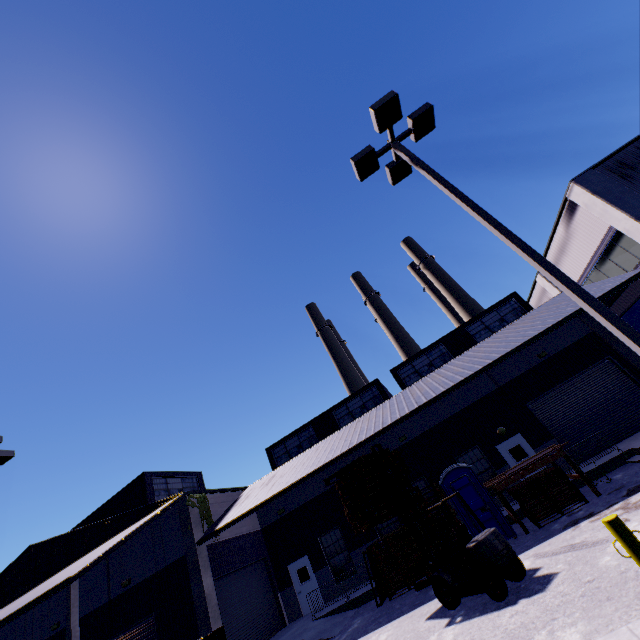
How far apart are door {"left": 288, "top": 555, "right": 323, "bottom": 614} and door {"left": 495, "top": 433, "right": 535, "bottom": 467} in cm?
1264

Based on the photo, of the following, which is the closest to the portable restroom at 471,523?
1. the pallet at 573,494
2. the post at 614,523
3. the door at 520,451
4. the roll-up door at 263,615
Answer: the pallet at 573,494

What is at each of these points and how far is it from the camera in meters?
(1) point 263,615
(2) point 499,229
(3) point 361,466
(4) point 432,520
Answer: (1) roll-up door, 17.3 m
(2) light, 6.4 m
(3) pallet, 10.9 m
(4) pallet, 13.3 m

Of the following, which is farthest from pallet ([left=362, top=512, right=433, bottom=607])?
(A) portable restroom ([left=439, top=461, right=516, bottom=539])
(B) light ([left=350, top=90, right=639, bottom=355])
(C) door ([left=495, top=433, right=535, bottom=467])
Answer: (B) light ([left=350, top=90, right=639, bottom=355])

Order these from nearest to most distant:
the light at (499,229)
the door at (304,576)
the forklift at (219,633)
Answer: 1. the light at (499,229)
2. the forklift at (219,633)
3. the door at (304,576)

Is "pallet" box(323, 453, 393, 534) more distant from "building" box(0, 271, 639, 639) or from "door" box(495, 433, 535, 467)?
"door" box(495, 433, 535, 467)

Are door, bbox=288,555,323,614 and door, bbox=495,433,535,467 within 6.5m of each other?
no

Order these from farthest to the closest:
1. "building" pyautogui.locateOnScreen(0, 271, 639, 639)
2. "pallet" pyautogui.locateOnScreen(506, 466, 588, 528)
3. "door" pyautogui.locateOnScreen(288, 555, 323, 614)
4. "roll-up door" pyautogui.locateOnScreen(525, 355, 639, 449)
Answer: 1. "door" pyautogui.locateOnScreen(288, 555, 323, 614)
2. "roll-up door" pyautogui.locateOnScreen(525, 355, 639, 449)
3. "building" pyautogui.locateOnScreen(0, 271, 639, 639)
4. "pallet" pyautogui.locateOnScreen(506, 466, 588, 528)
